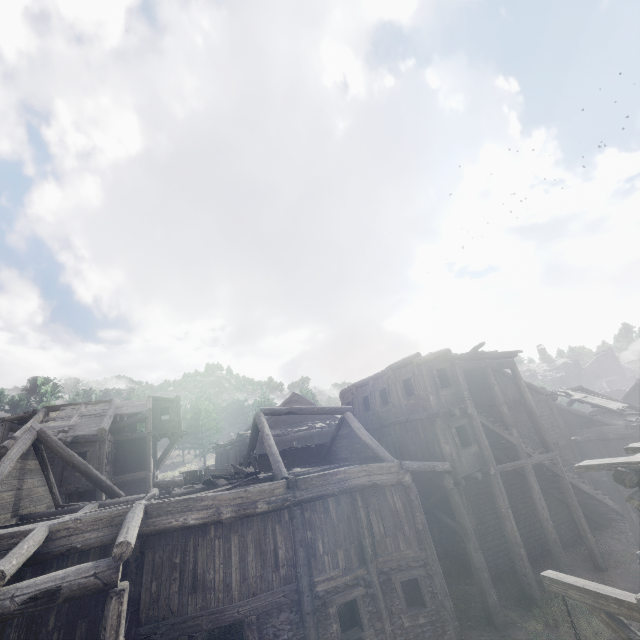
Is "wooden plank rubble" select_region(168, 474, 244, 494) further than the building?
Yes

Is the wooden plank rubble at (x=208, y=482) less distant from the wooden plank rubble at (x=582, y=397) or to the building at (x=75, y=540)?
the building at (x=75, y=540)

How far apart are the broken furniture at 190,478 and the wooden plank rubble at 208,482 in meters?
0.0 m

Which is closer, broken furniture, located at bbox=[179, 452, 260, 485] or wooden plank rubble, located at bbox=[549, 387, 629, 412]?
broken furniture, located at bbox=[179, 452, 260, 485]

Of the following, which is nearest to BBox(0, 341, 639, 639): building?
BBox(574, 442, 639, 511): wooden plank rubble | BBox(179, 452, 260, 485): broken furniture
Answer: BBox(574, 442, 639, 511): wooden plank rubble

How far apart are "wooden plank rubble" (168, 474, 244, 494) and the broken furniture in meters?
0.0

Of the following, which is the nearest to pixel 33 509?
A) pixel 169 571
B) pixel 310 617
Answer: pixel 169 571

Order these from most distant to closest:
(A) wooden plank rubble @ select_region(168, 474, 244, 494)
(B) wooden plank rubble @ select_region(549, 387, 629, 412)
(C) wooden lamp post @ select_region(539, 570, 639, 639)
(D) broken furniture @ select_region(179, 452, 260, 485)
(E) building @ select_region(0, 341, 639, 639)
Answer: (B) wooden plank rubble @ select_region(549, 387, 629, 412)
(D) broken furniture @ select_region(179, 452, 260, 485)
(A) wooden plank rubble @ select_region(168, 474, 244, 494)
(E) building @ select_region(0, 341, 639, 639)
(C) wooden lamp post @ select_region(539, 570, 639, 639)
